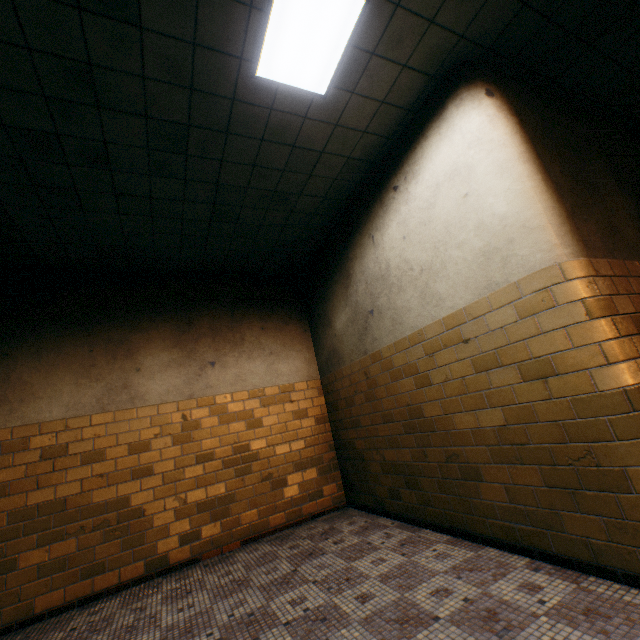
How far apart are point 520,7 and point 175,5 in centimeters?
257cm
